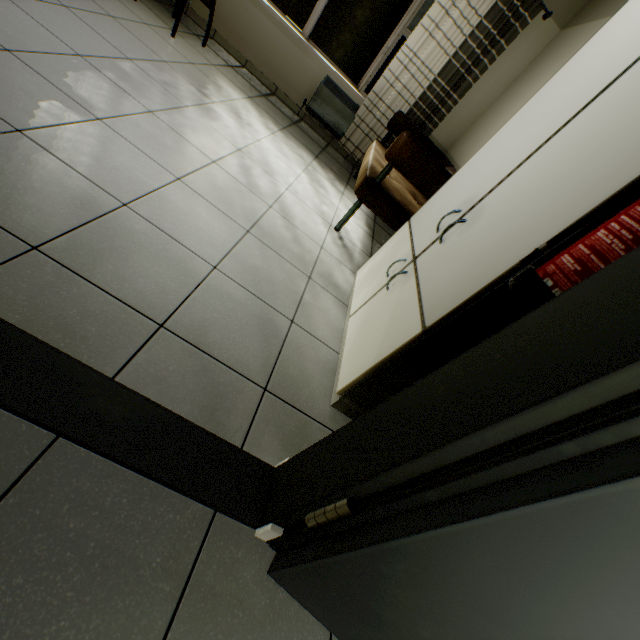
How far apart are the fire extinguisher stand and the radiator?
4.5m

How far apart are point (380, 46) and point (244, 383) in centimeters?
492cm

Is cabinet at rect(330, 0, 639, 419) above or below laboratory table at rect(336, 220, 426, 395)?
above

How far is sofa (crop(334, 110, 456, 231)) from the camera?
2.5m

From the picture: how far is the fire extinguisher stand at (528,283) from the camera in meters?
0.7

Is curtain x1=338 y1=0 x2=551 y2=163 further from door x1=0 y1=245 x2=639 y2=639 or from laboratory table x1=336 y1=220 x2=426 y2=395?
door x1=0 y1=245 x2=639 y2=639

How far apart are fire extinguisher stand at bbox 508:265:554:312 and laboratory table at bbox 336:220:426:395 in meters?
0.4 m

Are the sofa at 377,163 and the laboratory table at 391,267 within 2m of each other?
yes
